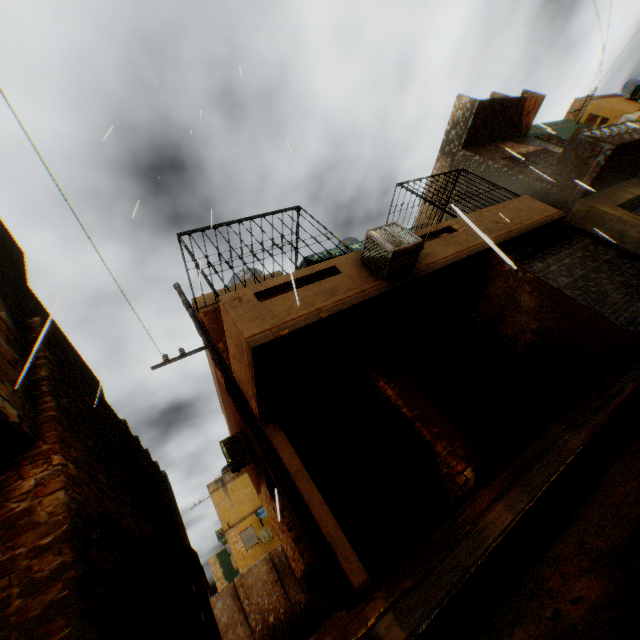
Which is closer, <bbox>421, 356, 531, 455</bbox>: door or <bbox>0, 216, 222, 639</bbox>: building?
<bbox>0, 216, 222, 639</bbox>: building

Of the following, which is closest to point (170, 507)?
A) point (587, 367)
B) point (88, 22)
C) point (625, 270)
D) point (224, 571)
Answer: point (587, 367)

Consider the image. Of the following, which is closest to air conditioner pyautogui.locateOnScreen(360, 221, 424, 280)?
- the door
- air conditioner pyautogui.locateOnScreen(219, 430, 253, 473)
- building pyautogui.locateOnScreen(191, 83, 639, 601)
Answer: building pyautogui.locateOnScreen(191, 83, 639, 601)

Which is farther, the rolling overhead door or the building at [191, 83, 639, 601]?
the rolling overhead door

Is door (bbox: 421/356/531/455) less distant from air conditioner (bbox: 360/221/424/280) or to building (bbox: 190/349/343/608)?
building (bbox: 190/349/343/608)

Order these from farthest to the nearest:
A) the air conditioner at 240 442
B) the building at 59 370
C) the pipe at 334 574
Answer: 1. the air conditioner at 240 442
2. the pipe at 334 574
3. the building at 59 370

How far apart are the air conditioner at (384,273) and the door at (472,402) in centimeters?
278cm

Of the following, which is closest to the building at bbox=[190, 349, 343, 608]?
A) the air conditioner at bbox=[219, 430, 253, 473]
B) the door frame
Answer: the door frame
